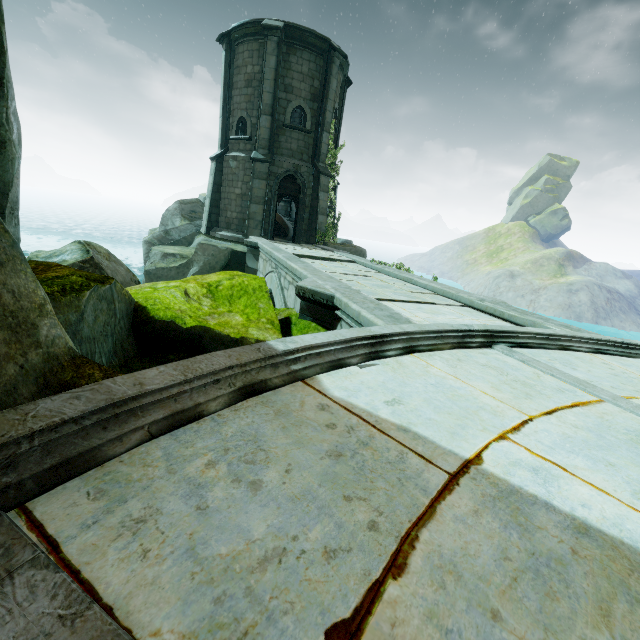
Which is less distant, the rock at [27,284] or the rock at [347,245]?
the rock at [27,284]

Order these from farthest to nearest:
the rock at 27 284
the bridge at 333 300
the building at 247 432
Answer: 1. the bridge at 333 300
2. the rock at 27 284
3. the building at 247 432

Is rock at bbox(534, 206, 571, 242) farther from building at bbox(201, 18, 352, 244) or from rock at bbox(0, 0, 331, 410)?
rock at bbox(0, 0, 331, 410)

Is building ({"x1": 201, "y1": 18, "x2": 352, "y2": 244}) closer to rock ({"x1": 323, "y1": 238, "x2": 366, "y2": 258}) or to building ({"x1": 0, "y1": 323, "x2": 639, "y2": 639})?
rock ({"x1": 323, "y1": 238, "x2": 366, "y2": 258})

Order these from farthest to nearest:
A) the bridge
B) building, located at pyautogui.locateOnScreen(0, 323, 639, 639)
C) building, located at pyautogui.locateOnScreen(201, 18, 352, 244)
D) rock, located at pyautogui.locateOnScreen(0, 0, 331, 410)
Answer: building, located at pyautogui.locateOnScreen(201, 18, 352, 244), the bridge, rock, located at pyautogui.locateOnScreen(0, 0, 331, 410), building, located at pyautogui.locateOnScreen(0, 323, 639, 639)

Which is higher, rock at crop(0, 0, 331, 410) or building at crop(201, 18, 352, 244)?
building at crop(201, 18, 352, 244)

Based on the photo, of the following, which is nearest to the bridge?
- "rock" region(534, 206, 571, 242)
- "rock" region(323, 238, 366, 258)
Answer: "rock" region(323, 238, 366, 258)

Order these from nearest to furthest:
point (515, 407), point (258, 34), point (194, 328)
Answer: point (515, 407)
point (194, 328)
point (258, 34)
